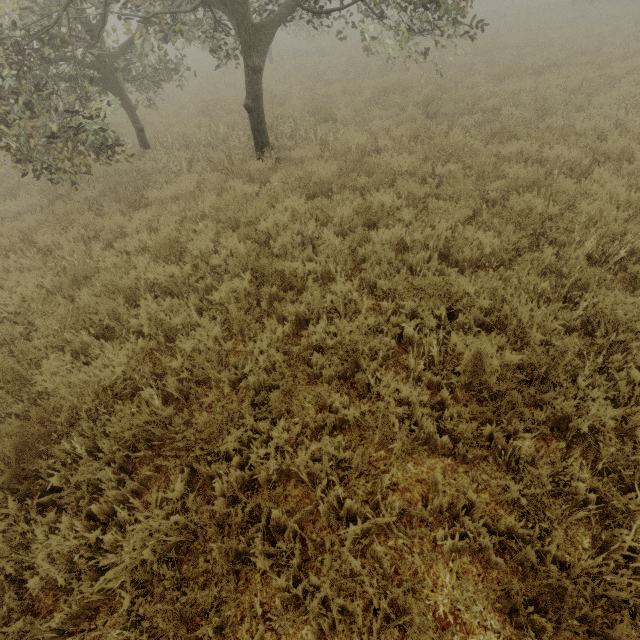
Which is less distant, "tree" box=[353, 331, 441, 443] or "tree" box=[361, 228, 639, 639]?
"tree" box=[361, 228, 639, 639]

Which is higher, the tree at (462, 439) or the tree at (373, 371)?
the tree at (462, 439)

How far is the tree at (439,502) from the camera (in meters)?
2.47

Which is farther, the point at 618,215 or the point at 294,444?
the point at 618,215

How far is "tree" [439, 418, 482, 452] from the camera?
2.70m
